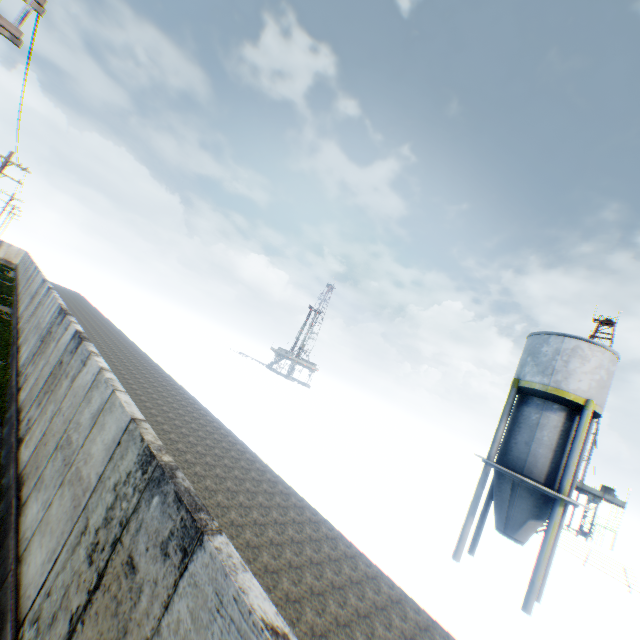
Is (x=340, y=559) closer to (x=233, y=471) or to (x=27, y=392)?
(x=233, y=471)

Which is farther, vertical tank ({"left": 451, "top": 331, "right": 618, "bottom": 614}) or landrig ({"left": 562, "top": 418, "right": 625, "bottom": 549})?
landrig ({"left": 562, "top": 418, "right": 625, "bottom": 549})

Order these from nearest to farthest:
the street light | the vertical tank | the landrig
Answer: the street light < the vertical tank < the landrig

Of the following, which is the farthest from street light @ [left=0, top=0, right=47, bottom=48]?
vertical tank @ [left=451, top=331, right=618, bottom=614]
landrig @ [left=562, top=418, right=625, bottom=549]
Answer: landrig @ [left=562, top=418, right=625, bottom=549]

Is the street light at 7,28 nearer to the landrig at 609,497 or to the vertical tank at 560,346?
the vertical tank at 560,346

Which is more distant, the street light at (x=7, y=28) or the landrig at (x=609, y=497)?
the landrig at (x=609, y=497)

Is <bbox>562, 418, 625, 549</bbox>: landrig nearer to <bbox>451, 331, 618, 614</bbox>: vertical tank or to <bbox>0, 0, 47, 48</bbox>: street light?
<bbox>451, 331, 618, 614</bbox>: vertical tank
